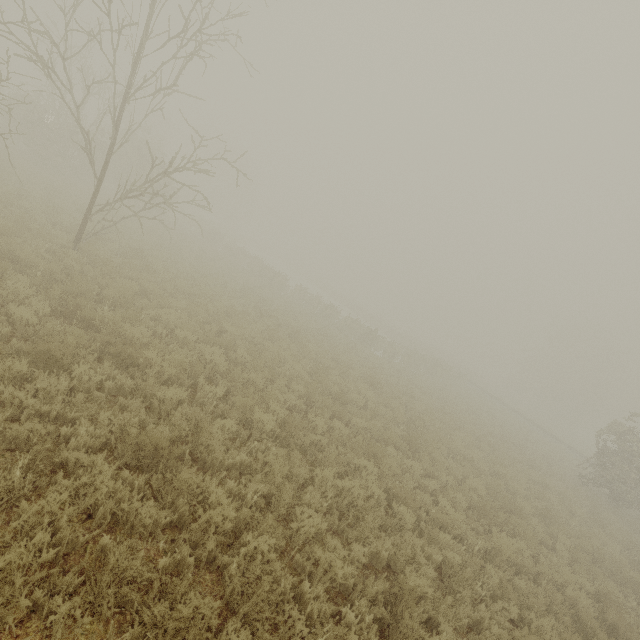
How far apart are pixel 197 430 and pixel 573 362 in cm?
6676
